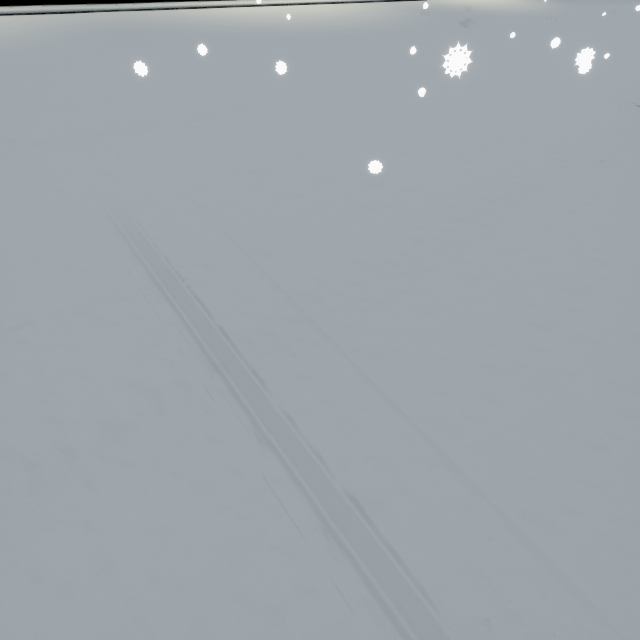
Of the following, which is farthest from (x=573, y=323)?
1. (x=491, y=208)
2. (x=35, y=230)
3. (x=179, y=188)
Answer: (x=35, y=230)
